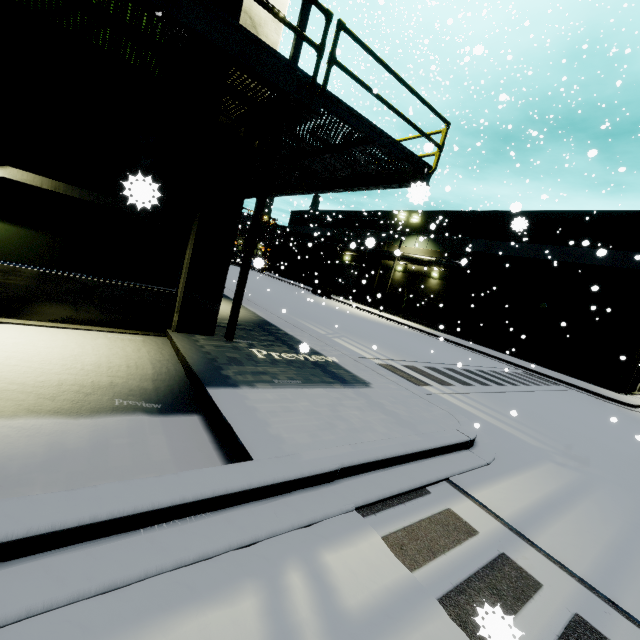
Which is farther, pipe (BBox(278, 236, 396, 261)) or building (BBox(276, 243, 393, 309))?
building (BBox(276, 243, 393, 309))

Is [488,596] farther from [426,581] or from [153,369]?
[153,369]

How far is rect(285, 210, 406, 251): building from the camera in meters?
34.5

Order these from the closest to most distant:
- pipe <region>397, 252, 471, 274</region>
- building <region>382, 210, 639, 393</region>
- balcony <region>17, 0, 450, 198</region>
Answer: balcony <region>17, 0, 450, 198</region> → building <region>382, 210, 639, 393</region> → pipe <region>397, 252, 471, 274</region>

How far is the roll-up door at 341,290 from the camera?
39.38m

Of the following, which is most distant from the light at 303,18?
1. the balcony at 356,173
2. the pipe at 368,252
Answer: the pipe at 368,252

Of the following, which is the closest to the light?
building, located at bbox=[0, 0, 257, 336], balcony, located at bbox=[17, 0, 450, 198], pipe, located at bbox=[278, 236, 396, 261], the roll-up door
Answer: building, located at bbox=[0, 0, 257, 336]
